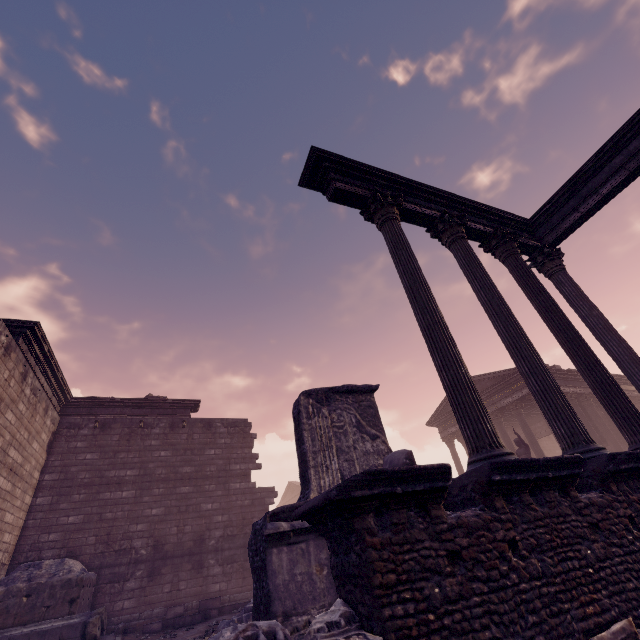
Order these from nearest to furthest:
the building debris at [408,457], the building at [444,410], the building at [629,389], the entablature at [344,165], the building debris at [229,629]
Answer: the building debris at [229,629] < the building debris at [408,457] < the entablature at [344,165] < the building at [629,389] < the building at [444,410]

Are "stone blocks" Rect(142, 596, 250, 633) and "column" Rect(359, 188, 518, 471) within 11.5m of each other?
yes

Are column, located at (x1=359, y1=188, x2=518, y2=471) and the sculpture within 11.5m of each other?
no

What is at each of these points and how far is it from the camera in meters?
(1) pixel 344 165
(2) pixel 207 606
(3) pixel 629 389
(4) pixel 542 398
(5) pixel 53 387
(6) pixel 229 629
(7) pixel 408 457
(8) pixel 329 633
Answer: (1) entablature, 7.1 m
(2) stone blocks, 10.5 m
(3) building, 21.2 m
(4) column, 5.1 m
(5) entablature, 12.5 m
(6) building debris, 2.3 m
(7) building debris, 3.6 m
(8) building debris, 2.3 m

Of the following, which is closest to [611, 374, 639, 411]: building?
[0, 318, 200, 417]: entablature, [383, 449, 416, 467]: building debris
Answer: [383, 449, 416, 467]: building debris

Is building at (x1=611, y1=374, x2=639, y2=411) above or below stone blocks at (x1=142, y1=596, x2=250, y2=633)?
above

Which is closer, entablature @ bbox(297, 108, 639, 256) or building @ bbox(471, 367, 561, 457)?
entablature @ bbox(297, 108, 639, 256)

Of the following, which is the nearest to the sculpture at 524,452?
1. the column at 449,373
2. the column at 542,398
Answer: the column at 542,398
